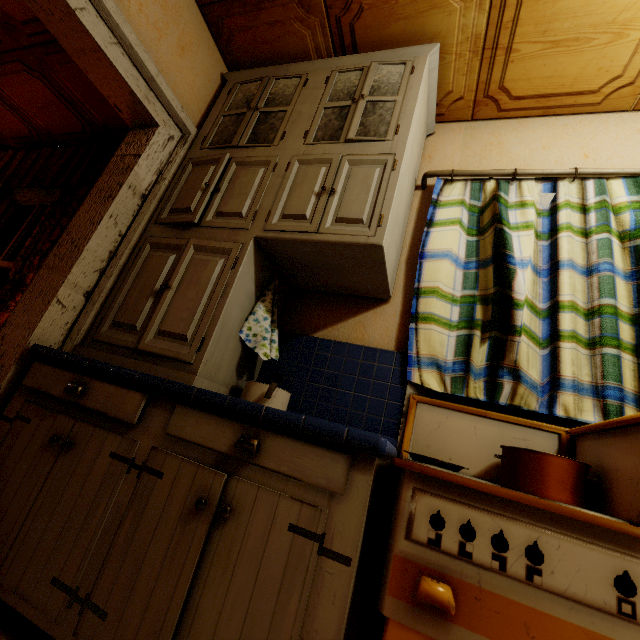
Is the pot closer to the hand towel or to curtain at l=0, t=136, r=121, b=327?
the hand towel

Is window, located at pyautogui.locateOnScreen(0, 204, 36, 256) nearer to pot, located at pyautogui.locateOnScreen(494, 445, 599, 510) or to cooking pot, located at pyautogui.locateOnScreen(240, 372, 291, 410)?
cooking pot, located at pyautogui.locateOnScreen(240, 372, 291, 410)

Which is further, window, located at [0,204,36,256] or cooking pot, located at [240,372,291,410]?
window, located at [0,204,36,256]

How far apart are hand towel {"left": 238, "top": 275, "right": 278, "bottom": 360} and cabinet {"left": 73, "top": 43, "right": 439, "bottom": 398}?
0.0 meters

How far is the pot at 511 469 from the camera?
0.98m

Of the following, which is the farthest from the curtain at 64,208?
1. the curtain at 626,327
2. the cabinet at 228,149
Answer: the curtain at 626,327

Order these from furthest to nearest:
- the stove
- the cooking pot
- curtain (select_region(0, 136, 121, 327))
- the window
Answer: the window → curtain (select_region(0, 136, 121, 327)) → the cooking pot → the stove

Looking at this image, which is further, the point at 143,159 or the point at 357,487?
the point at 143,159
